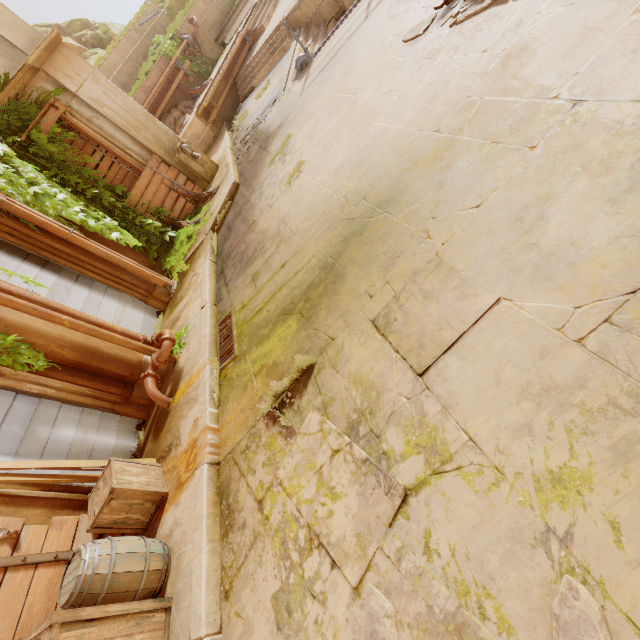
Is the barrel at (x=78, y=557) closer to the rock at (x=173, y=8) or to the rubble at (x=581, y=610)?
the rubble at (x=581, y=610)

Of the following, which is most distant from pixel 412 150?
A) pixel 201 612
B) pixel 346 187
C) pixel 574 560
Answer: pixel 201 612

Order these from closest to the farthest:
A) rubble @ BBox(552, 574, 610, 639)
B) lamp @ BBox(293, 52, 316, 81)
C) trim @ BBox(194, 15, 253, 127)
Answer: rubble @ BBox(552, 574, 610, 639) → lamp @ BBox(293, 52, 316, 81) → trim @ BBox(194, 15, 253, 127)

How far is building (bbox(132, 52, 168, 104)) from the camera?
13.47m

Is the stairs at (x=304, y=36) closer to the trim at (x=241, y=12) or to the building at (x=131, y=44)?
the building at (x=131, y=44)

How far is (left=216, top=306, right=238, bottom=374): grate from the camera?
4.7 meters

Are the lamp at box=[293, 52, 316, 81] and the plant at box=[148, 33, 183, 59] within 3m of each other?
no

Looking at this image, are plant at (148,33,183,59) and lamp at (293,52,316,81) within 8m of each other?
no
